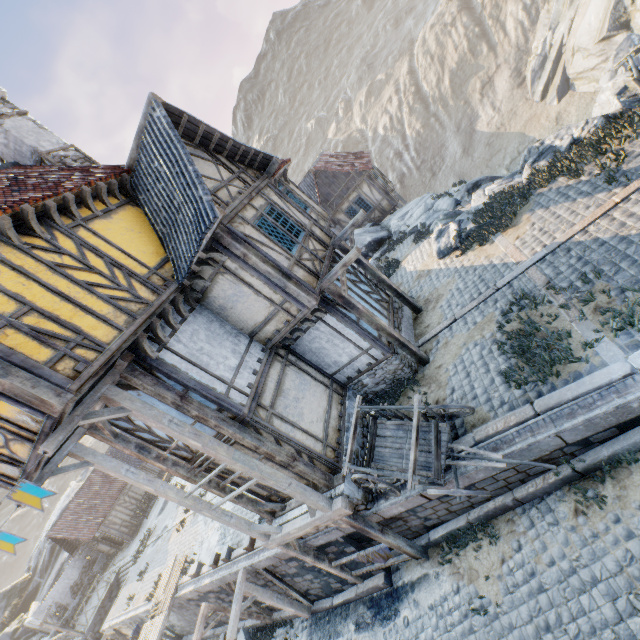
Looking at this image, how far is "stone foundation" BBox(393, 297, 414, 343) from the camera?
10.8m

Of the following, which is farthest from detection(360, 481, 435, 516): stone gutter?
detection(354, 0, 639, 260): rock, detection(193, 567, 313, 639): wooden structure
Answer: detection(354, 0, 639, 260): rock

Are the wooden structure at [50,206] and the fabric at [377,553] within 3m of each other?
no

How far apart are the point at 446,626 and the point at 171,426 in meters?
7.8

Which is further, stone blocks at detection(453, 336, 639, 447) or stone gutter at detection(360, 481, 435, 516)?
stone gutter at detection(360, 481, 435, 516)

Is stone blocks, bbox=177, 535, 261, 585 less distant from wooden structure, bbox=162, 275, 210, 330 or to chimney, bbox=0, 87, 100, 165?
wooden structure, bbox=162, 275, 210, 330

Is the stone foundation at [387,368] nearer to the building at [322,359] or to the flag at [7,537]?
the building at [322,359]

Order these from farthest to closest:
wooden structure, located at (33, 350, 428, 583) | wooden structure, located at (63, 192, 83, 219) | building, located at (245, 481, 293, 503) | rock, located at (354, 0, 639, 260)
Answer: rock, located at (354, 0, 639, 260) → building, located at (245, 481, 293, 503) → wooden structure, located at (63, 192, 83, 219) → wooden structure, located at (33, 350, 428, 583)
